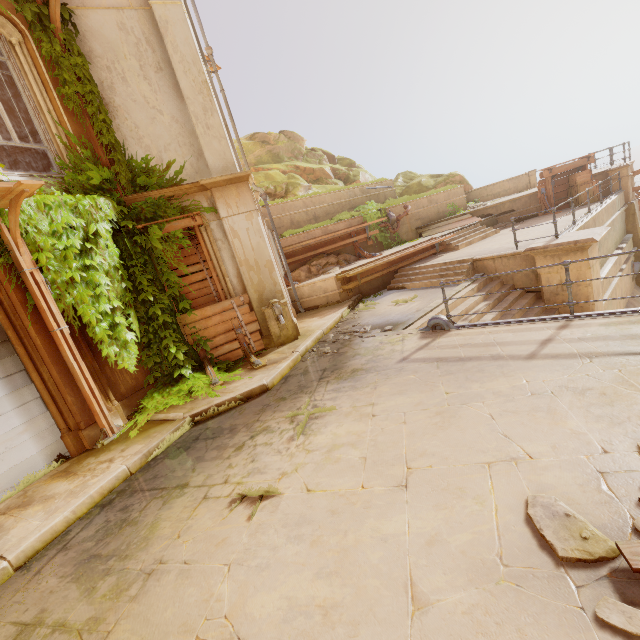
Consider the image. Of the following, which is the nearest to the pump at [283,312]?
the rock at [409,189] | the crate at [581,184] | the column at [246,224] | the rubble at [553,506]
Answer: the column at [246,224]

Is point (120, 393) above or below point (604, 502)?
above

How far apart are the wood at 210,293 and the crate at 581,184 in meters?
16.8

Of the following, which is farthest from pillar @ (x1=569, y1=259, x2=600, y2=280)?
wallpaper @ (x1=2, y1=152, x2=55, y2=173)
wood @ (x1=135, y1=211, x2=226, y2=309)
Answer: wallpaper @ (x1=2, y1=152, x2=55, y2=173)

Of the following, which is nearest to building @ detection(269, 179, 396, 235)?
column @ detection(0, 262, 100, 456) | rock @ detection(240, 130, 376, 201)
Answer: column @ detection(0, 262, 100, 456)

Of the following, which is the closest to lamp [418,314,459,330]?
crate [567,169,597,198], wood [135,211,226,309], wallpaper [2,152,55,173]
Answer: wood [135,211,226,309]

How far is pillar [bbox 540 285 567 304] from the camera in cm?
880

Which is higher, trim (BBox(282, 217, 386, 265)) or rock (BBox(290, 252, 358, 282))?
trim (BBox(282, 217, 386, 265))
